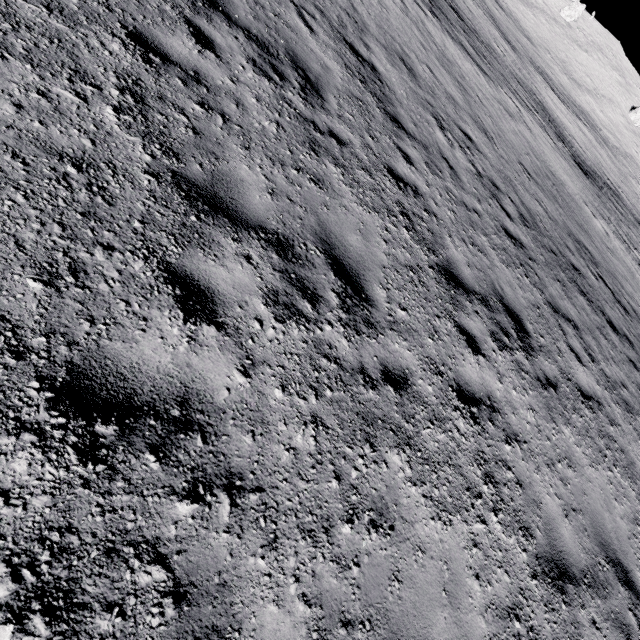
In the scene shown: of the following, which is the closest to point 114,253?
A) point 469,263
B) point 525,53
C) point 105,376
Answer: point 105,376
